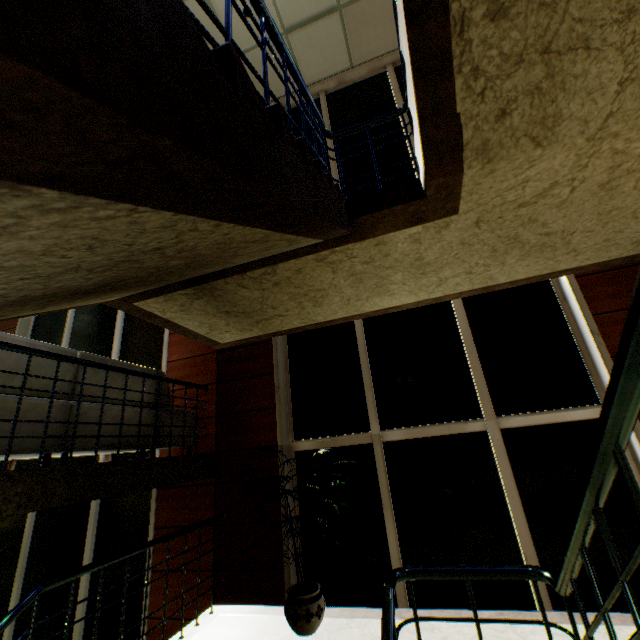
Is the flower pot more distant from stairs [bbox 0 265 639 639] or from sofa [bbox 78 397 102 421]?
sofa [bbox 78 397 102 421]

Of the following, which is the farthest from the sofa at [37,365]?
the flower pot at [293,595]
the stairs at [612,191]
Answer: the flower pot at [293,595]

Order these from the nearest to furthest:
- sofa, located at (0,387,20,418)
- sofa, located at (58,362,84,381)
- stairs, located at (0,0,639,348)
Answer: stairs, located at (0,0,639,348) < sofa, located at (0,387,20,418) < sofa, located at (58,362,84,381)

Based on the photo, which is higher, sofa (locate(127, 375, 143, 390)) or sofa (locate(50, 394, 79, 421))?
sofa (locate(127, 375, 143, 390))

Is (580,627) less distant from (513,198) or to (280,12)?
(513,198)
